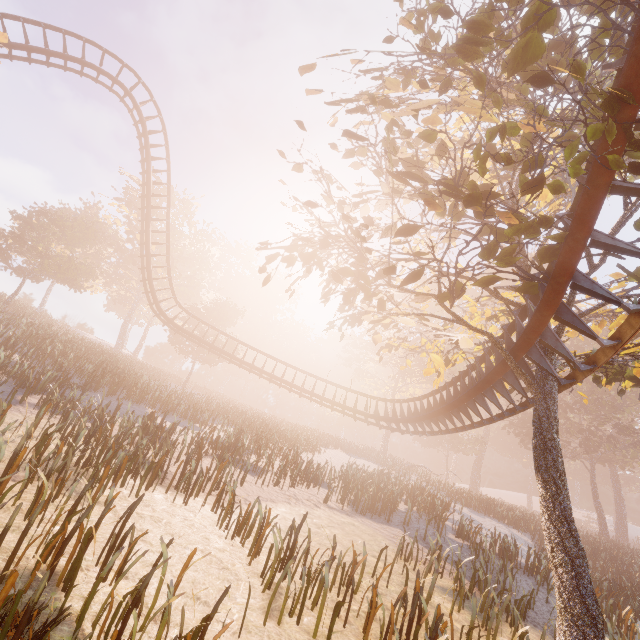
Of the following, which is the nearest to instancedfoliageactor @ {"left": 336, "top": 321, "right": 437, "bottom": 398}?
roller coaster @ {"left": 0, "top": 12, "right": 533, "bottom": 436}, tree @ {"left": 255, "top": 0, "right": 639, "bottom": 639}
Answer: roller coaster @ {"left": 0, "top": 12, "right": 533, "bottom": 436}

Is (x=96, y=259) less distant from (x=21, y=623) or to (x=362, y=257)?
(x=362, y=257)

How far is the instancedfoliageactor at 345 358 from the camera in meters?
39.2

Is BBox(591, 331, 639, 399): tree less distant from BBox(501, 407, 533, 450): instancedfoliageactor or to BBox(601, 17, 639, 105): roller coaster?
BBox(601, 17, 639, 105): roller coaster

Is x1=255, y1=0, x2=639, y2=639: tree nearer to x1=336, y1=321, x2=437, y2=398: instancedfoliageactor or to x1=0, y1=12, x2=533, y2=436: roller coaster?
x1=0, y1=12, x2=533, y2=436: roller coaster

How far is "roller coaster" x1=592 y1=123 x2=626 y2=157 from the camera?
4.8 meters

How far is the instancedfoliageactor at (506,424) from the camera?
40.8m

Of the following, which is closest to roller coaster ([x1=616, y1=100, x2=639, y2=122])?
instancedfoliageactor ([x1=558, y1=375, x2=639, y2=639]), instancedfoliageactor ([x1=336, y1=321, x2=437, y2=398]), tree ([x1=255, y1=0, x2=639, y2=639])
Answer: tree ([x1=255, y1=0, x2=639, y2=639])
